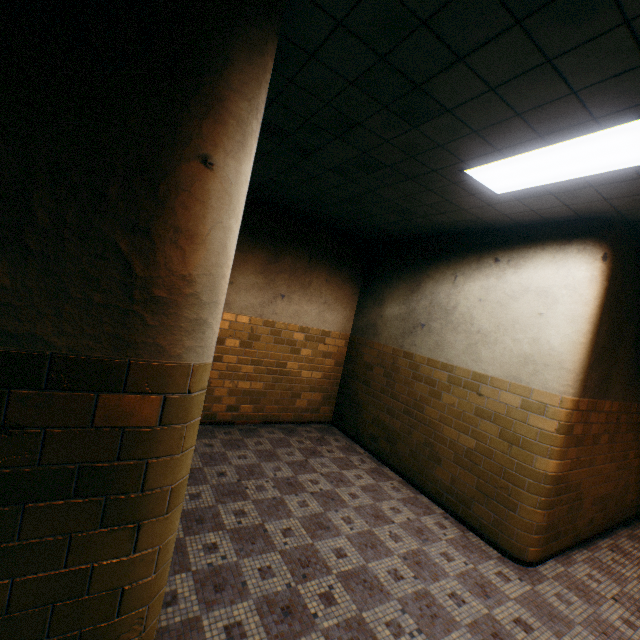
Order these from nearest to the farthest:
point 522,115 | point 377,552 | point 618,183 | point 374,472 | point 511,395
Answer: point 522,115
point 618,183
point 377,552
point 511,395
point 374,472
